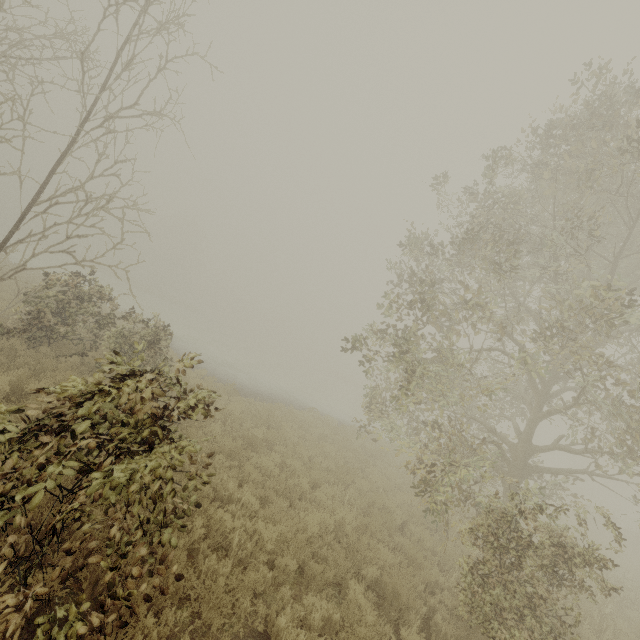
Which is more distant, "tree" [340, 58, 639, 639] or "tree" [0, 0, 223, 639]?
"tree" [340, 58, 639, 639]

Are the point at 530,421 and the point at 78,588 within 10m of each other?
no

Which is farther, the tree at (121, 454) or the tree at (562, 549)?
the tree at (562, 549)
